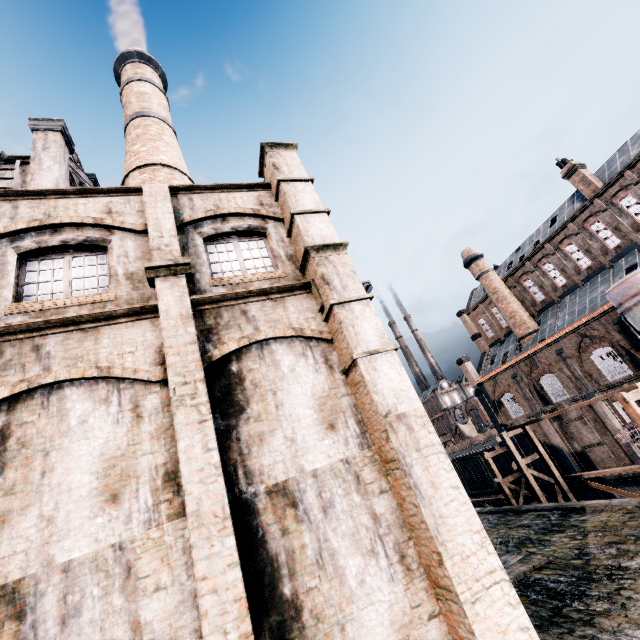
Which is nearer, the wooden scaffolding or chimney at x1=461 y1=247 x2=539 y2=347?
the wooden scaffolding

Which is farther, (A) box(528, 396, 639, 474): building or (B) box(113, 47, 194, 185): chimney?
(A) box(528, 396, 639, 474): building

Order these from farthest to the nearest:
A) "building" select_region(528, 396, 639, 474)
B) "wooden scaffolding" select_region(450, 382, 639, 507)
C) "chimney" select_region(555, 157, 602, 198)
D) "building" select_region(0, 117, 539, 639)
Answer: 1. "chimney" select_region(555, 157, 602, 198)
2. "building" select_region(528, 396, 639, 474)
3. "wooden scaffolding" select_region(450, 382, 639, 507)
4. "building" select_region(0, 117, 539, 639)

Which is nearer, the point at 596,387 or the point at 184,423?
the point at 184,423

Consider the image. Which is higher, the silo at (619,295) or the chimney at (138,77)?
the chimney at (138,77)

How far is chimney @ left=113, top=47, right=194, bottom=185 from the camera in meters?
20.6 m

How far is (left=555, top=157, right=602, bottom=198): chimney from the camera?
31.6m

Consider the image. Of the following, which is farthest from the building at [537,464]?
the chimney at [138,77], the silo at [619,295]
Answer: the chimney at [138,77]
